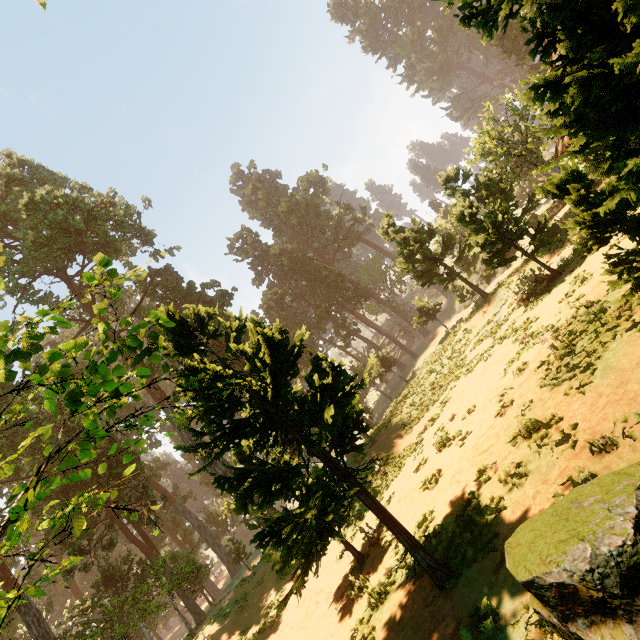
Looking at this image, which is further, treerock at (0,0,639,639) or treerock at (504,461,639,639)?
treerock at (0,0,639,639)

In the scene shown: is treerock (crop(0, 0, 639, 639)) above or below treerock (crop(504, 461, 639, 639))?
above

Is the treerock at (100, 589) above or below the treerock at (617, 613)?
above

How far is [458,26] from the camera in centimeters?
362cm

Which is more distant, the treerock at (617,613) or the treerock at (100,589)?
the treerock at (100,589)
